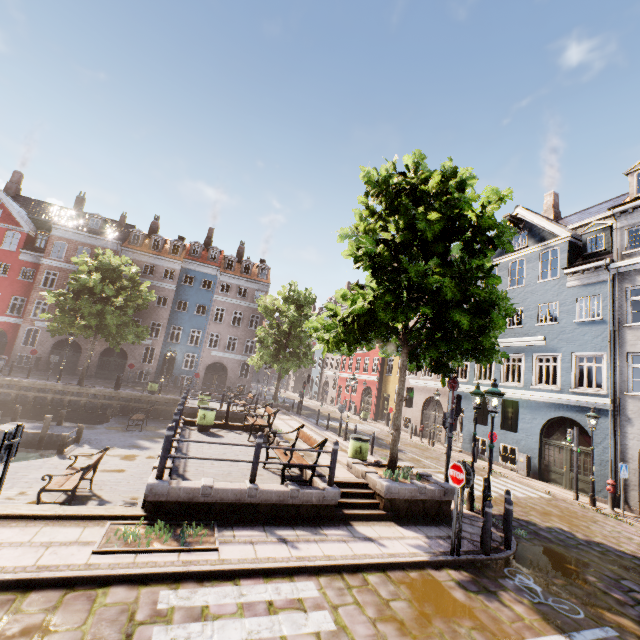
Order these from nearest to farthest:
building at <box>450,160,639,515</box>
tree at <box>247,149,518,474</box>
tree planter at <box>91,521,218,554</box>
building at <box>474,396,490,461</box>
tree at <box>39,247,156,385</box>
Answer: tree planter at <box>91,521,218,554</box>
tree at <box>247,149,518,474</box>
building at <box>450,160,639,515</box>
building at <box>474,396,490,461</box>
tree at <box>39,247,156,385</box>

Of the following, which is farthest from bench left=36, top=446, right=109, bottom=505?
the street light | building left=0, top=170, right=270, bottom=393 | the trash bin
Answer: building left=0, top=170, right=270, bottom=393

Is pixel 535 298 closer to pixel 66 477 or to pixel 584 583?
pixel 584 583

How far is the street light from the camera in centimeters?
802cm

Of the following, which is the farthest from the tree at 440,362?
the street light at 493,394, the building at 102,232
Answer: the building at 102,232

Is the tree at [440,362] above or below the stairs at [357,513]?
above

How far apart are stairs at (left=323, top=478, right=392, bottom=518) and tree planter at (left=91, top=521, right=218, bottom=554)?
2.6m

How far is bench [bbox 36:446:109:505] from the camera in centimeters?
898cm
